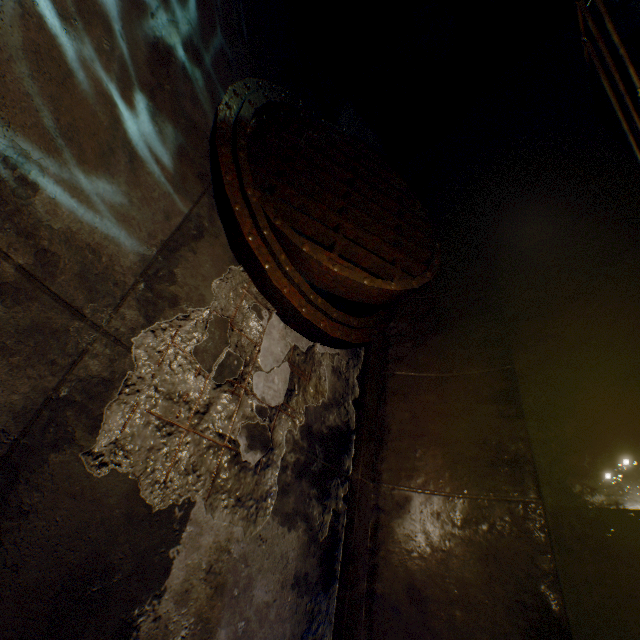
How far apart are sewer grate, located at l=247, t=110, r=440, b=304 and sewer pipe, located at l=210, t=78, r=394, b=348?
0.00m

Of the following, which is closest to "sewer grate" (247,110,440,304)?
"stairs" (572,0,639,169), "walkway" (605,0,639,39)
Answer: "stairs" (572,0,639,169)

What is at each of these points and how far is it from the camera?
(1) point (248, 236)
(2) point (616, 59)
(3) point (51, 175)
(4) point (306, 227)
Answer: (1) sewer pipe, 2.6 meters
(2) stairs, 3.9 meters
(3) building tunnel, 1.5 meters
(4) sewer grate, 3.0 meters

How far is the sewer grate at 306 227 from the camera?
2.8m

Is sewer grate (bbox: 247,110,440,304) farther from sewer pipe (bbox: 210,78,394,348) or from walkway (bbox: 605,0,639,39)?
walkway (bbox: 605,0,639,39)

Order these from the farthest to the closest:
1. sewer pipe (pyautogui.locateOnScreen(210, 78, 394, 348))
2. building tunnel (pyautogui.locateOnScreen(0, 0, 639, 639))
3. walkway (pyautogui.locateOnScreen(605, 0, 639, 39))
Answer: walkway (pyautogui.locateOnScreen(605, 0, 639, 39)) < sewer pipe (pyautogui.locateOnScreen(210, 78, 394, 348)) < building tunnel (pyautogui.locateOnScreen(0, 0, 639, 639))

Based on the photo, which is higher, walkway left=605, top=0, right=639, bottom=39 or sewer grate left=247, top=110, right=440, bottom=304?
sewer grate left=247, top=110, right=440, bottom=304

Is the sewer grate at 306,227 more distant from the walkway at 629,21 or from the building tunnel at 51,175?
the walkway at 629,21
